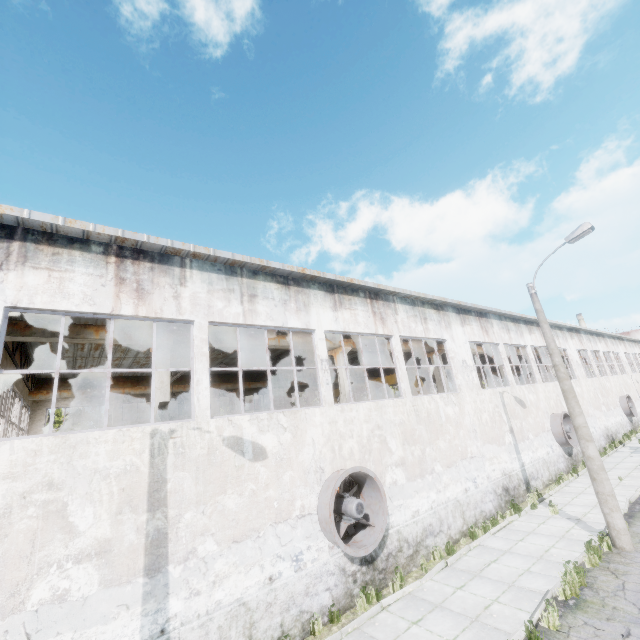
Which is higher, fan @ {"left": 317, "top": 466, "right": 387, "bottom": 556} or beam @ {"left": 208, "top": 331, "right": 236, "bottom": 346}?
beam @ {"left": 208, "top": 331, "right": 236, "bottom": 346}

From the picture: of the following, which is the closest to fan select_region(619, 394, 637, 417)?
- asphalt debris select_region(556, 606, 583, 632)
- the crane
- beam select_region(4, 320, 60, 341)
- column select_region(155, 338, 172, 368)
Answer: beam select_region(4, 320, 60, 341)

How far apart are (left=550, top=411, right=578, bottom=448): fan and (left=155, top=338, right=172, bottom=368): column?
21.2 meters

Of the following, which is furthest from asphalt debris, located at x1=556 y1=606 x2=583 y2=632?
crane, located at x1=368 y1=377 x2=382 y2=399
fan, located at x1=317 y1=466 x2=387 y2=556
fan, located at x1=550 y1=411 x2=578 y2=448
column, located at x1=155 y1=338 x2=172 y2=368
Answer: fan, located at x1=550 y1=411 x2=578 y2=448

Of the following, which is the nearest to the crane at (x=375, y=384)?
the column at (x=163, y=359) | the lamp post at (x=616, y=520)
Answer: the lamp post at (x=616, y=520)

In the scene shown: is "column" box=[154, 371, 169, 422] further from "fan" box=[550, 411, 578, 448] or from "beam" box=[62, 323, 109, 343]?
"fan" box=[550, 411, 578, 448]

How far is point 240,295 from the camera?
9.81m

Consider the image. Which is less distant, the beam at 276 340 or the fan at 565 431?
the beam at 276 340
